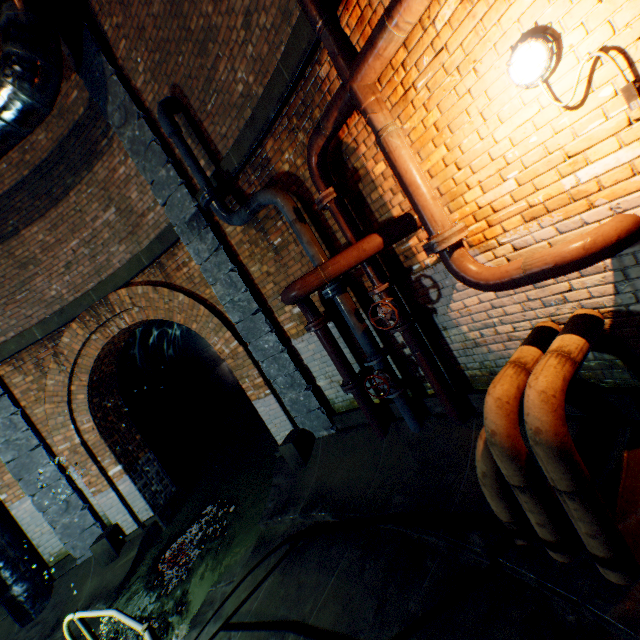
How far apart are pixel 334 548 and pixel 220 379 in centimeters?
1038cm

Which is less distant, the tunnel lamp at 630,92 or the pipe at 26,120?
the tunnel lamp at 630,92

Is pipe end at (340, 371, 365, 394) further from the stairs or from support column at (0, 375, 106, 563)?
the stairs

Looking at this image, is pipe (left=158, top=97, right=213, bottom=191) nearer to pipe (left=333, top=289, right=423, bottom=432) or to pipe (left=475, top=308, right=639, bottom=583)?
pipe (left=333, top=289, right=423, bottom=432)

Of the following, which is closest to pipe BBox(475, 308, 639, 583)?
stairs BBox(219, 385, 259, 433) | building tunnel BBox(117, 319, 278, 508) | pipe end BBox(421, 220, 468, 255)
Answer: pipe end BBox(421, 220, 468, 255)

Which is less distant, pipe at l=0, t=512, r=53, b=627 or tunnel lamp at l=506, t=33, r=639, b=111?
tunnel lamp at l=506, t=33, r=639, b=111

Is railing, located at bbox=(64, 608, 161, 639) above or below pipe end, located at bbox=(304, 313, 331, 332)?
below

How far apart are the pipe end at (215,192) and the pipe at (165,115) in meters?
0.0
